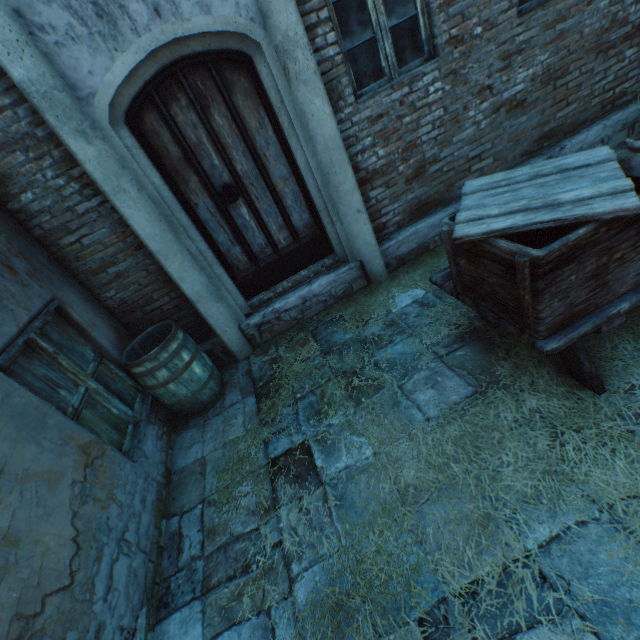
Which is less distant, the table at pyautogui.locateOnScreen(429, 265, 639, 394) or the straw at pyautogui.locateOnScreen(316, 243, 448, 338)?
the table at pyautogui.locateOnScreen(429, 265, 639, 394)

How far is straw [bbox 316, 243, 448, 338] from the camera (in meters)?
3.78

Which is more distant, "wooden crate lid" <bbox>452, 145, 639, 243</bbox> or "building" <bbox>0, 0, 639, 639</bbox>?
"building" <bbox>0, 0, 639, 639</bbox>

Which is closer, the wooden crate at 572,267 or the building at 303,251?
the wooden crate at 572,267

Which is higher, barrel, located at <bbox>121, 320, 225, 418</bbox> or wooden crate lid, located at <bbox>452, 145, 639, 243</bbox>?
wooden crate lid, located at <bbox>452, 145, 639, 243</bbox>

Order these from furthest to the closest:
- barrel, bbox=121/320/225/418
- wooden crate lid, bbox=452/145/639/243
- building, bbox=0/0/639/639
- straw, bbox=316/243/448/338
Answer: straw, bbox=316/243/448/338, barrel, bbox=121/320/225/418, building, bbox=0/0/639/639, wooden crate lid, bbox=452/145/639/243

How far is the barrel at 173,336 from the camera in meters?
3.2

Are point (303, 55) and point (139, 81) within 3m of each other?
yes
